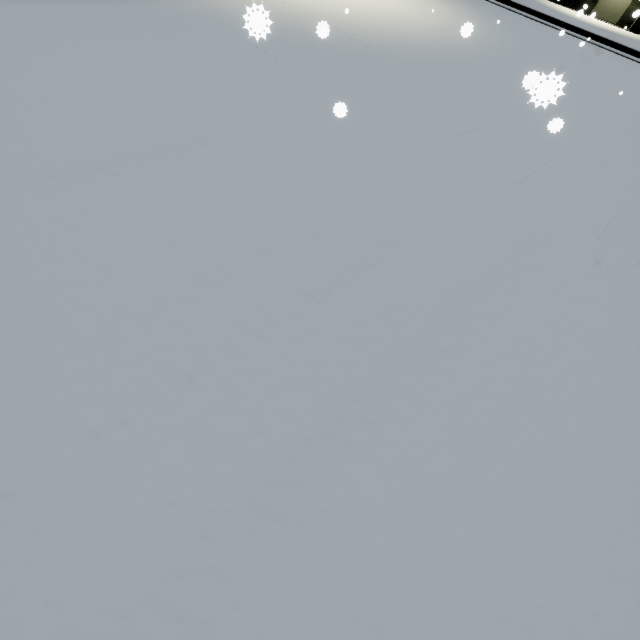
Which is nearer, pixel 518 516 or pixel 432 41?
pixel 518 516

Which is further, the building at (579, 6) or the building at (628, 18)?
the building at (579, 6)

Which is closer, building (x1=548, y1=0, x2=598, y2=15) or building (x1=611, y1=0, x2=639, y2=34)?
building (x1=611, y1=0, x2=639, y2=34)
